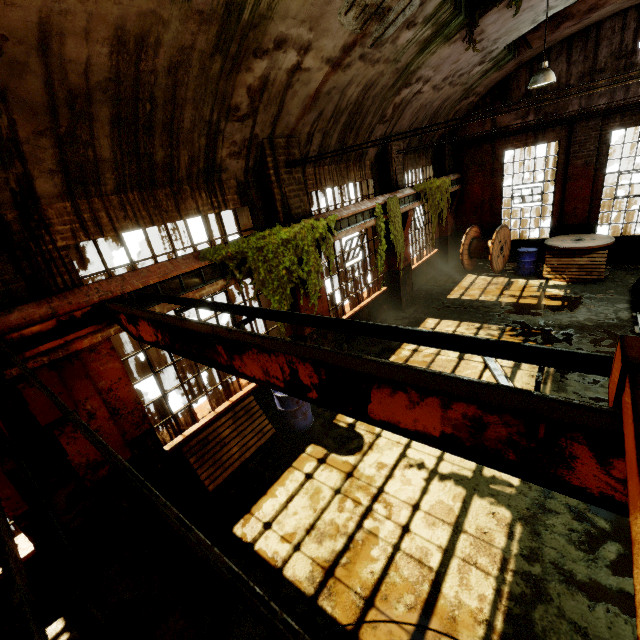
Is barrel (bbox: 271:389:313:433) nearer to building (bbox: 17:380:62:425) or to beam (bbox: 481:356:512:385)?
building (bbox: 17:380:62:425)

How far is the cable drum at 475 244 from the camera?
12.53m

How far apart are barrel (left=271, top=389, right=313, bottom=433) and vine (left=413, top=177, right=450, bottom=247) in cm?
733

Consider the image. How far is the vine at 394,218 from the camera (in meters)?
9.09

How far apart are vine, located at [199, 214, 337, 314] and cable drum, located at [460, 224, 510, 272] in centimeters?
795cm

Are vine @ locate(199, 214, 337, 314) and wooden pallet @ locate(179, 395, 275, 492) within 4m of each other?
yes

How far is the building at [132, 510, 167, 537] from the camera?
4.9 meters

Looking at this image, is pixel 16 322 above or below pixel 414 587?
above
